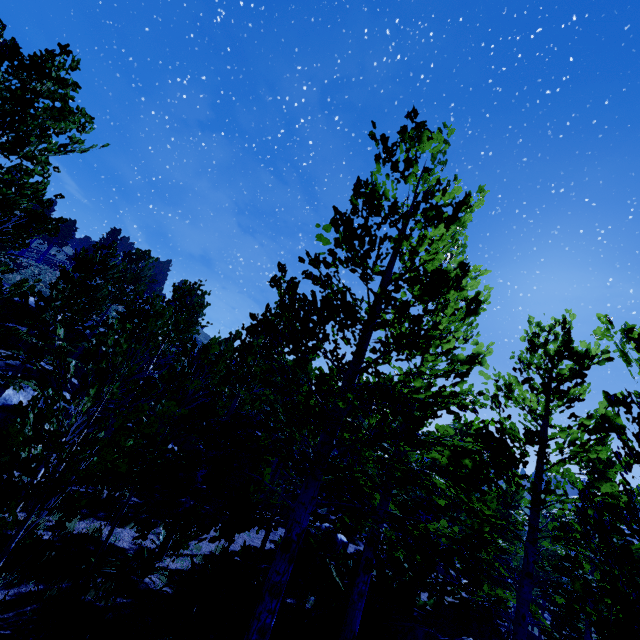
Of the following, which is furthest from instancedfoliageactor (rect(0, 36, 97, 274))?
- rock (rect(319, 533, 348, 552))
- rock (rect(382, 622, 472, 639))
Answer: rock (rect(382, 622, 472, 639))

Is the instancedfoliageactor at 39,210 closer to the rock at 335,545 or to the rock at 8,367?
the rock at 335,545

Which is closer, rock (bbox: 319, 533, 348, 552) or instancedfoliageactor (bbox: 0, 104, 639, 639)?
instancedfoliageactor (bbox: 0, 104, 639, 639)

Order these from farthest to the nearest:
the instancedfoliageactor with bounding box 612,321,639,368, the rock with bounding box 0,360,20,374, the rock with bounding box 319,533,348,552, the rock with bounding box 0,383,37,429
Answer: the rock with bounding box 319,533,348,552 < the rock with bounding box 0,360,20,374 < the rock with bounding box 0,383,37,429 < the instancedfoliageactor with bounding box 612,321,639,368

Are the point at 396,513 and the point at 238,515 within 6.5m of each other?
yes

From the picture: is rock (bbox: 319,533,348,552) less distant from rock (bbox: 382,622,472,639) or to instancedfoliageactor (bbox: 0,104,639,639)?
instancedfoliageactor (bbox: 0,104,639,639)

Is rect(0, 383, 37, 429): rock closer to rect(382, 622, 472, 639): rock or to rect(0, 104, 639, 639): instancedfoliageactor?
rect(0, 104, 639, 639): instancedfoliageactor

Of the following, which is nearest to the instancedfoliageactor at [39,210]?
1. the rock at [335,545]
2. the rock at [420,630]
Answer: the rock at [335,545]
